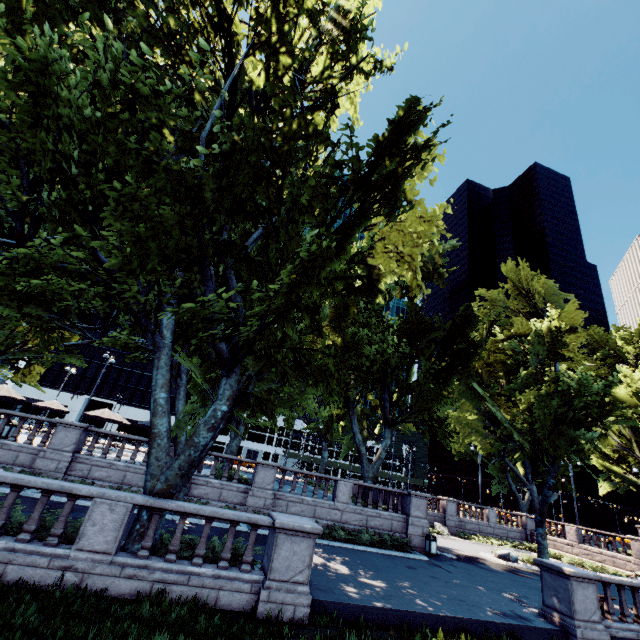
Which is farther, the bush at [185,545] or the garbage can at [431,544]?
Answer: the garbage can at [431,544]

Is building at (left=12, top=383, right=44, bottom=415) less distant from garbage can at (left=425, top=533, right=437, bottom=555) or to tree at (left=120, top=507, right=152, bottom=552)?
tree at (left=120, top=507, right=152, bottom=552)

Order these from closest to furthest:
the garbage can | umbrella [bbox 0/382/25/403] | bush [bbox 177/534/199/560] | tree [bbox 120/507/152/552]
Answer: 1. tree [bbox 120/507/152/552]
2. bush [bbox 177/534/199/560]
3. the garbage can
4. umbrella [bbox 0/382/25/403]

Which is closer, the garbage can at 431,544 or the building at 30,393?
the garbage can at 431,544

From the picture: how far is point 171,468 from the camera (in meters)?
9.82

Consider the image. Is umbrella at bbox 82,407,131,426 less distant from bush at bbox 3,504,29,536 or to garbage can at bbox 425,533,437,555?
bush at bbox 3,504,29,536

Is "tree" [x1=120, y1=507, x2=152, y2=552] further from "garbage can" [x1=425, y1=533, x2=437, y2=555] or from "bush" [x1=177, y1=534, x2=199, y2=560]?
"garbage can" [x1=425, y1=533, x2=437, y2=555]

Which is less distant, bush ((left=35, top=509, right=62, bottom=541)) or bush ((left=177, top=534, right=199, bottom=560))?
bush ((left=35, top=509, right=62, bottom=541))
